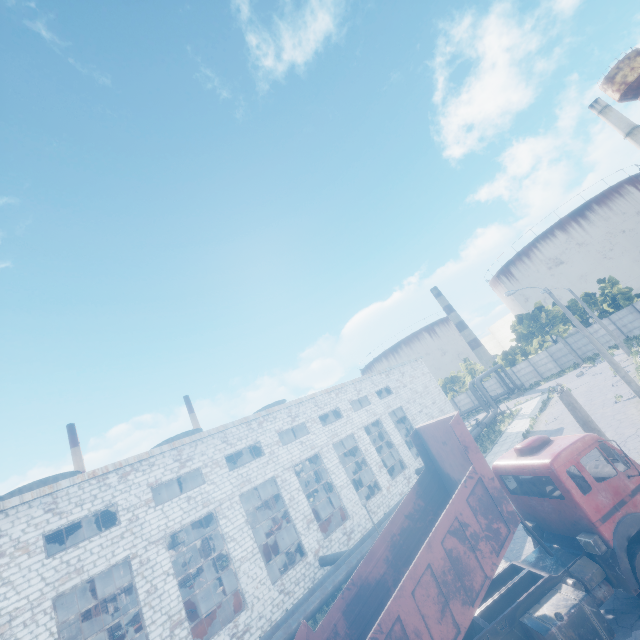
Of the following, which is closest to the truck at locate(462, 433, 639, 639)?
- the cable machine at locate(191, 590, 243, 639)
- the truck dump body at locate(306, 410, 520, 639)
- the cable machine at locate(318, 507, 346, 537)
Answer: the truck dump body at locate(306, 410, 520, 639)

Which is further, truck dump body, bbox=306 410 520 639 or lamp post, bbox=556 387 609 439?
lamp post, bbox=556 387 609 439

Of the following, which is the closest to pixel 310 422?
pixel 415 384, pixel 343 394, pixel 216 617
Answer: pixel 343 394

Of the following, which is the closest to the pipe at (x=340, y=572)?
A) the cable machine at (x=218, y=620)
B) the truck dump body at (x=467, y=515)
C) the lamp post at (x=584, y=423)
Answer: the cable machine at (x=218, y=620)

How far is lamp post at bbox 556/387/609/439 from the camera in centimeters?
980cm

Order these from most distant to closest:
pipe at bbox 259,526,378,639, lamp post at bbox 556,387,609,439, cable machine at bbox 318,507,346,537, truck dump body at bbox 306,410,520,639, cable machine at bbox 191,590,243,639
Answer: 1. cable machine at bbox 318,507,346,537
2. cable machine at bbox 191,590,243,639
3. pipe at bbox 259,526,378,639
4. lamp post at bbox 556,387,609,439
5. truck dump body at bbox 306,410,520,639

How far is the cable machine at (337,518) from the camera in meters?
24.9 m

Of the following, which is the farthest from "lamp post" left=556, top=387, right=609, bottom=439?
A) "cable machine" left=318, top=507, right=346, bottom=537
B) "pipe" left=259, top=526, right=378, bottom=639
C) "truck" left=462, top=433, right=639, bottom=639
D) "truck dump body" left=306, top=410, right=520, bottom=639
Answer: "cable machine" left=318, top=507, right=346, bottom=537
